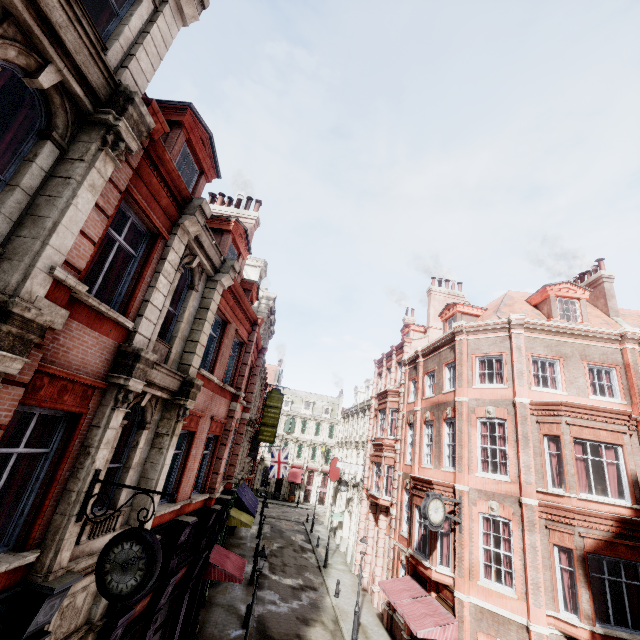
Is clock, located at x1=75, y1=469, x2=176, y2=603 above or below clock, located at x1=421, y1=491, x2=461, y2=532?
below

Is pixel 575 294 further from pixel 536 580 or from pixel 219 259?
pixel 219 259

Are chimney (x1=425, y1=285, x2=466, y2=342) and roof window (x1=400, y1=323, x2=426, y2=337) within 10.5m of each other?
yes

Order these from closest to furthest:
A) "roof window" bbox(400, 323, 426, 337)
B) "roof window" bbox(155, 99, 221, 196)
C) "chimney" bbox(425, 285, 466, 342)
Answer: "roof window" bbox(155, 99, 221, 196), "chimney" bbox(425, 285, 466, 342), "roof window" bbox(400, 323, 426, 337)

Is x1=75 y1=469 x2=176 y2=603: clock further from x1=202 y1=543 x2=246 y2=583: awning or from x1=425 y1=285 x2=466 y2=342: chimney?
x1=425 y1=285 x2=466 y2=342: chimney

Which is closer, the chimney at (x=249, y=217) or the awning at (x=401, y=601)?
the awning at (x=401, y=601)

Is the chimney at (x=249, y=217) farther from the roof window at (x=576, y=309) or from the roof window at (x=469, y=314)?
the roof window at (x=576, y=309)

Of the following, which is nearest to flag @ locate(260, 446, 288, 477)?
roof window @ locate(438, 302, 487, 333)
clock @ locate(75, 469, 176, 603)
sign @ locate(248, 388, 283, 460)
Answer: sign @ locate(248, 388, 283, 460)
